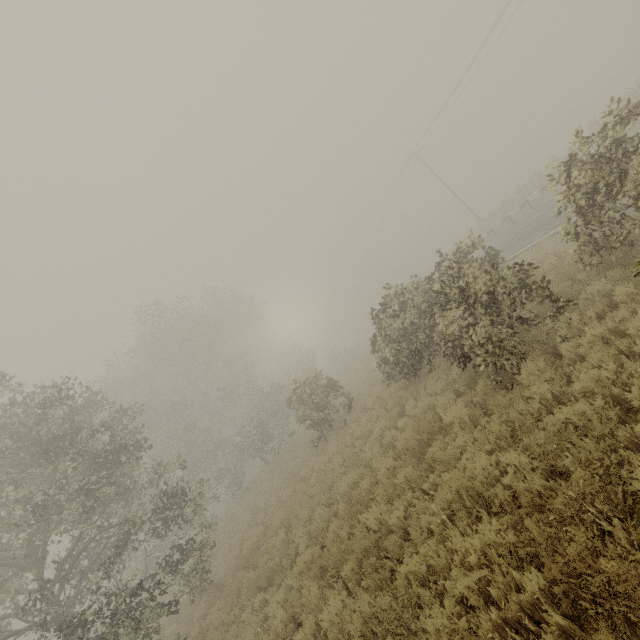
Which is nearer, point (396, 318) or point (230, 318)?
point (396, 318)
